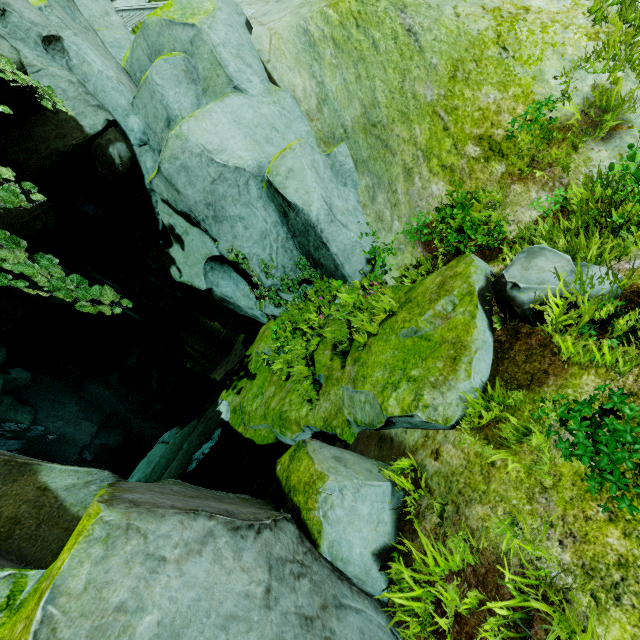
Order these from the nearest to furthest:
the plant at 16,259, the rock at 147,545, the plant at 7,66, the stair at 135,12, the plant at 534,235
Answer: the rock at 147,545
the plant at 534,235
the plant at 16,259
the plant at 7,66
the stair at 135,12

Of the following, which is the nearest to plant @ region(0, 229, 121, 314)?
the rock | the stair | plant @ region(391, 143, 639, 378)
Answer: the rock

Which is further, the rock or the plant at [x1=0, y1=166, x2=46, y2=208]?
the plant at [x1=0, y1=166, x2=46, y2=208]

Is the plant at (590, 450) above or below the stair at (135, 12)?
below

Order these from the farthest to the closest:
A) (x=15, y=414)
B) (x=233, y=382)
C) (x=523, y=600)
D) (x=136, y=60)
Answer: (x=15, y=414)
(x=233, y=382)
(x=136, y=60)
(x=523, y=600)

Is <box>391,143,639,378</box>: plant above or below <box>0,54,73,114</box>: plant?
below

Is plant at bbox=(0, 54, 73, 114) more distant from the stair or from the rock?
the stair

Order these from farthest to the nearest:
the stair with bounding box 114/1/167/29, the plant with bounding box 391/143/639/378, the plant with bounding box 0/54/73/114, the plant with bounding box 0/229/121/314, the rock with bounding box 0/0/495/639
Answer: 1. the stair with bounding box 114/1/167/29
2. the plant with bounding box 0/54/73/114
3. the plant with bounding box 0/229/121/314
4. the plant with bounding box 391/143/639/378
5. the rock with bounding box 0/0/495/639
